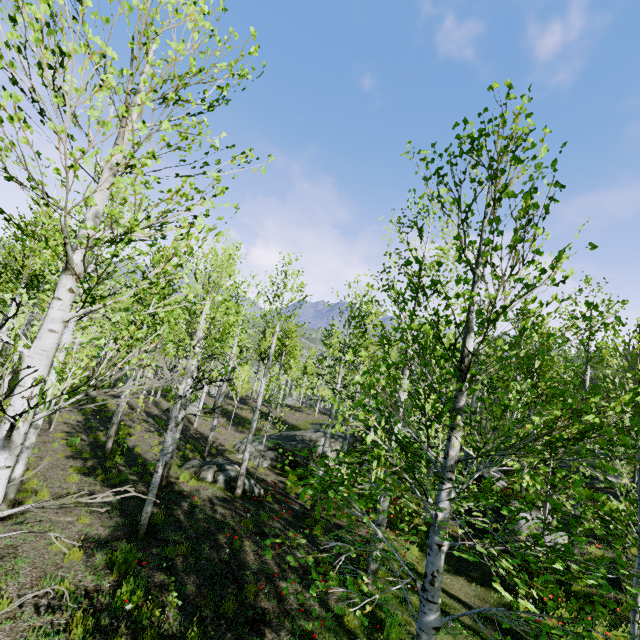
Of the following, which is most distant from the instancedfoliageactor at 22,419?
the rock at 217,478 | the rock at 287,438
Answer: the rock at 217,478

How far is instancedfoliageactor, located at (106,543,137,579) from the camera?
6.3m

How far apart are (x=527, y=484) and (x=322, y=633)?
5.0m

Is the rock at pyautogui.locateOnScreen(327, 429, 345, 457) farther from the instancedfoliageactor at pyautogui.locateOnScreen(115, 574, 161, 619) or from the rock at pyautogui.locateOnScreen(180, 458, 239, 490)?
the instancedfoliageactor at pyautogui.locateOnScreen(115, 574, 161, 619)

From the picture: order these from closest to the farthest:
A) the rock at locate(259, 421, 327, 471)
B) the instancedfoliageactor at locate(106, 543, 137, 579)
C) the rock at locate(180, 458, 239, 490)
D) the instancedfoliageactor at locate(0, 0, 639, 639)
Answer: the instancedfoliageactor at locate(0, 0, 639, 639)
the instancedfoliageactor at locate(106, 543, 137, 579)
the rock at locate(180, 458, 239, 490)
the rock at locate(259, 421, 327, 471)

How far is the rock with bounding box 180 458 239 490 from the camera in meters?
12.4 m

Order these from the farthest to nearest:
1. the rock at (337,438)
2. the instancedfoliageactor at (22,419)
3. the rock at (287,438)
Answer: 1. the rock at (337,438)
2. the rock at (287,438)
3. the instancedfoliageactor at (22,419)
